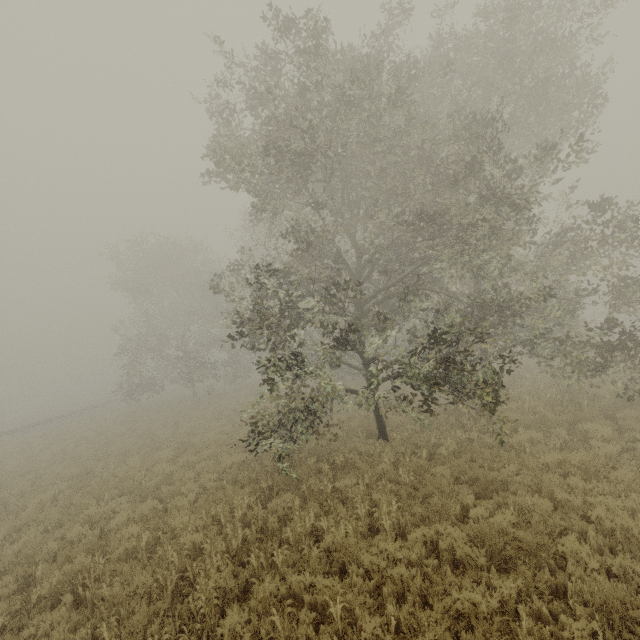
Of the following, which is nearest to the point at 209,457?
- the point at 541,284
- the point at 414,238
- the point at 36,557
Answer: the point at 36,557

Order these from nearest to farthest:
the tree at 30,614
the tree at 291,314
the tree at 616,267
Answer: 1. the tree at 30,614
2. the tree at 291,314
3. the tree at 616,267

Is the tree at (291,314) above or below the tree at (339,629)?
above

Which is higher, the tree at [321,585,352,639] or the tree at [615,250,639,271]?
the tree at [615,250,639,271]

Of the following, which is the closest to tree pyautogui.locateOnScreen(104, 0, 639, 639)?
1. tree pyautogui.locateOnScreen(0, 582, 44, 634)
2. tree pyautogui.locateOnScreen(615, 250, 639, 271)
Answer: tree pyautogui.locateOnScreen(615, 250, 639, 271)

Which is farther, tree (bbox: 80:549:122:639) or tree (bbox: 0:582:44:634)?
tree (bbox: 0:582:44:634)

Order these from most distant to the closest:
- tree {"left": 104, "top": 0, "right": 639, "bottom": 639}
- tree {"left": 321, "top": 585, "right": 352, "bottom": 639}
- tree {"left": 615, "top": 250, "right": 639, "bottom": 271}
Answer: tree {"left": 615, "top": 250, "right": 639, "bottom": 271}
tree {"left": 104, "top": 0, "right": 639, "bottom": 639}
tree {"left": 321, "top": 585, "right": 352, "bottom": 639}
